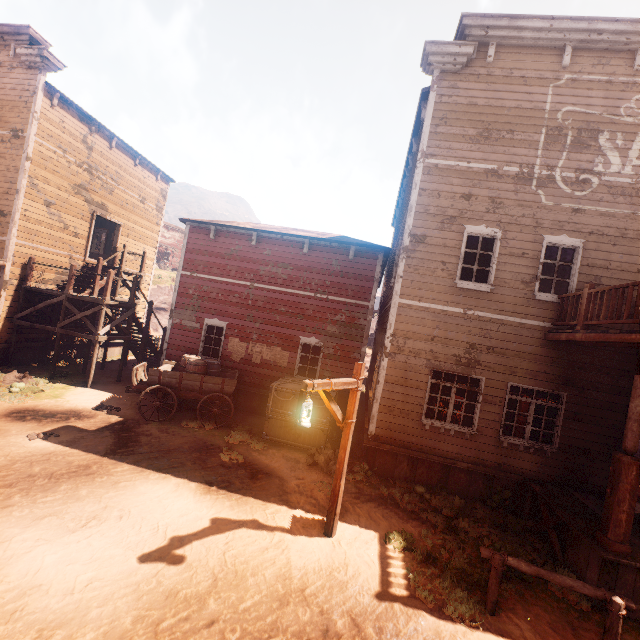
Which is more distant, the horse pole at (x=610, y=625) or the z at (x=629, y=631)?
the z at (x=629, y=631)

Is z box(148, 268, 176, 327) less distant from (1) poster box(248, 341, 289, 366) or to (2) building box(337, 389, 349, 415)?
(2) building box(337, 389, 349, 415)

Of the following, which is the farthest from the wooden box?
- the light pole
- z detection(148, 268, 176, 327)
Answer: the light pole

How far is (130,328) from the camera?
14.89m

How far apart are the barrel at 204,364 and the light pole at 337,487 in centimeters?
609cm

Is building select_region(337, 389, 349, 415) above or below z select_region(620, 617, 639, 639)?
above

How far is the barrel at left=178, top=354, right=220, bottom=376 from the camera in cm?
1054

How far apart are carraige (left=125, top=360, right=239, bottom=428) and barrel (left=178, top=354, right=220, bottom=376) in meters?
0.0
